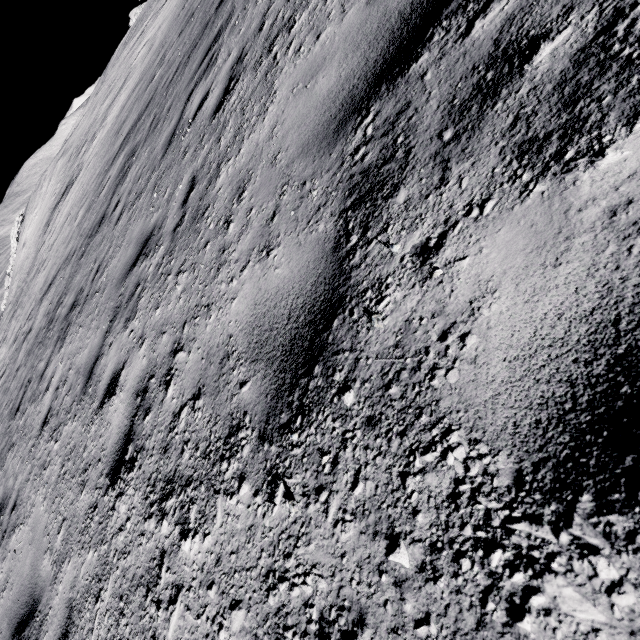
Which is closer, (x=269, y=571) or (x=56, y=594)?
(x=269, y=571)
